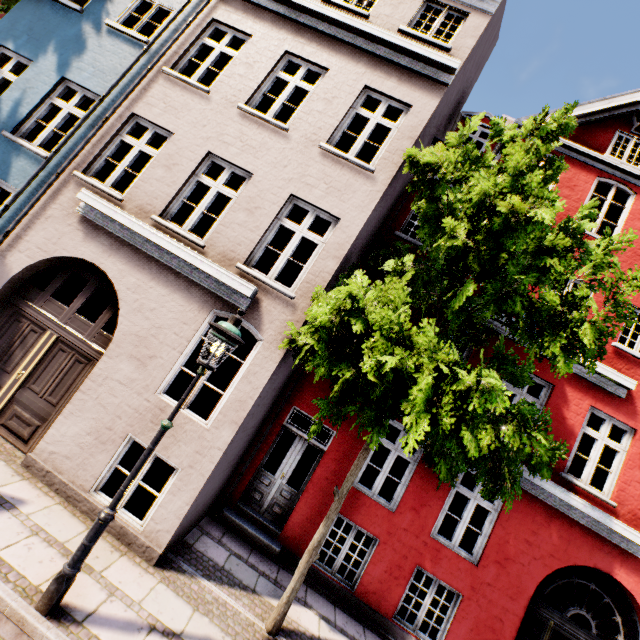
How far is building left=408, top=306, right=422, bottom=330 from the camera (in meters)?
8.13

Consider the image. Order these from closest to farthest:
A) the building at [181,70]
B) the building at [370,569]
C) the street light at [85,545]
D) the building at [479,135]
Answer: the street light at [85,545], the building at [181,70], the building at [370,569], the building at [479,135]

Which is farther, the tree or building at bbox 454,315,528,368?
building at bbox 454,315,528,368

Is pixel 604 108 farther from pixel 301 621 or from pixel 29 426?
pixel 29 426

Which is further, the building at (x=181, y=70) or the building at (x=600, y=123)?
the building at (x=600, y=123)

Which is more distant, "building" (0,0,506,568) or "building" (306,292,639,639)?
"building" (306,292,639,639)

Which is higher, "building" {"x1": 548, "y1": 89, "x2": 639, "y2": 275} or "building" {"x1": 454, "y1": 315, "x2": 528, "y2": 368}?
"building" {"x1": 548, "y1": 89, "x2": 639, "y2": 275}

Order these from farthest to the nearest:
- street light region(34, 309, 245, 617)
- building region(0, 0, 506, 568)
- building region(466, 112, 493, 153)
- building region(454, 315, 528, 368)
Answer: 1. building region(466, 112, 493, 153)
2. building region(454, 315, 528, 368)
3. building region(0, 0, 506, 568)
4. street light region(34, 309, 245, 617)
